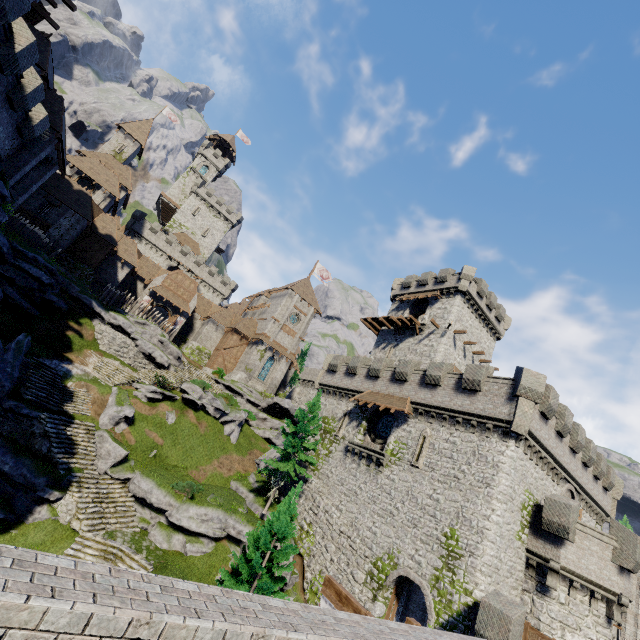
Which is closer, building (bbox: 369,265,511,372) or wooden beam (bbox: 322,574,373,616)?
wooden beam (bbox: 322,574,373,616)

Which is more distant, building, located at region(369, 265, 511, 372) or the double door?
the double door

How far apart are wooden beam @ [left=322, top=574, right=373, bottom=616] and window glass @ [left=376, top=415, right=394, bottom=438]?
15.8 meters

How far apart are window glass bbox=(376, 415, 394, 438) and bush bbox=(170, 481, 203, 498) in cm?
1395

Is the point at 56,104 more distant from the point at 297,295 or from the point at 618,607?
the point at 618,607

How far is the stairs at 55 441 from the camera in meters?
17.0 m

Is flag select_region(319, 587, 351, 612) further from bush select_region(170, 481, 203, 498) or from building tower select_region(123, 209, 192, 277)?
building tower select_region(123, 209, 192, 277)

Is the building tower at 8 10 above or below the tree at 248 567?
above
